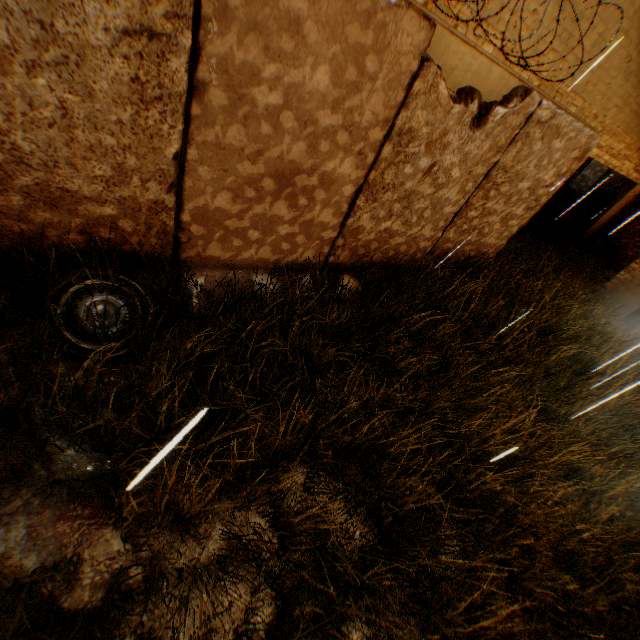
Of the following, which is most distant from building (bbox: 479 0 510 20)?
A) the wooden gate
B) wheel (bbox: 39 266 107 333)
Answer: wheel (bbox: 39 266 107 333)

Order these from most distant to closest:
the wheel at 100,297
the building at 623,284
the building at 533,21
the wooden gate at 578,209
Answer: the wooden gate at 578,209 → the building at 623,284 → the building at 533,21 → the wheel at 100,297

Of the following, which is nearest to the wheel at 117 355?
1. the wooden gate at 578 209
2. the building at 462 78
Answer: the building at 462 78

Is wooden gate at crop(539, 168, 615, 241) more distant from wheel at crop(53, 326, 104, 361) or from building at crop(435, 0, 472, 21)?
wheel at crop(53, 326, 104, 361)

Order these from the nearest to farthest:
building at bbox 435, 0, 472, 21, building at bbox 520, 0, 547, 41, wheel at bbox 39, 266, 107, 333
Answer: wheel at bbox 39, 266, 107, 333 → building at bbox 435, 0, 472, 21 → building at bbox 520, 0, 547, 41

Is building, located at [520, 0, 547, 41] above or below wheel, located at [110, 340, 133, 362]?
above

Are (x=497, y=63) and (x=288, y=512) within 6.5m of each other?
no

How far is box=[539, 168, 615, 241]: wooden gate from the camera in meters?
10.9 m
